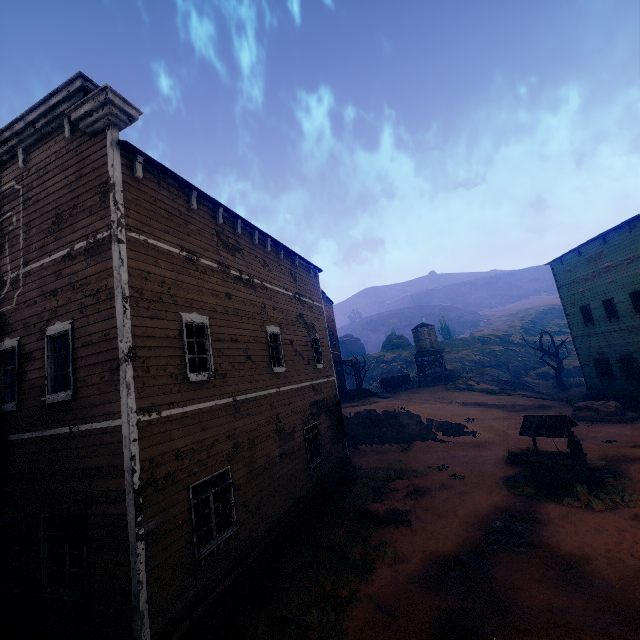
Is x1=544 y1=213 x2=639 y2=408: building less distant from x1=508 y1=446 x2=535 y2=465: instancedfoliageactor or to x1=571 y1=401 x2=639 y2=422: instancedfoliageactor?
x1=571 y1=401 x2=639 y2=422: instancedfoliageactor

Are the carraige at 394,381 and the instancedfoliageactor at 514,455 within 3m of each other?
no

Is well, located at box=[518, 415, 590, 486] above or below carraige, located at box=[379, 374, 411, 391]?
below

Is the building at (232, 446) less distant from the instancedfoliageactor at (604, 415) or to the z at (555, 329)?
the z at (555, 329)

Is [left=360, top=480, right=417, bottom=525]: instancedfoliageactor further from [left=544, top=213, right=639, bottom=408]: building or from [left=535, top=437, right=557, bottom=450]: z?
[left=544, top=213, right=639, bottom=408]: building

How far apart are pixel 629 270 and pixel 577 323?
5.7 meters

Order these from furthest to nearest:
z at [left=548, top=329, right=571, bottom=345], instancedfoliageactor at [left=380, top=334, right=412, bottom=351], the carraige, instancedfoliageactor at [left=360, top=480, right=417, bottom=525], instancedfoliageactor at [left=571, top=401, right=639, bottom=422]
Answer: instancedfoliageactor at [left=380, top=334, right=412, bottom=351], z at [left=548, top=329, right=571, bottom=345], the carraige, instancedfoliageactor at [left=571, top=401, right=639, bottom=422], instancedfoliageactor at [left=360, top=480, right=417, bottom=525]

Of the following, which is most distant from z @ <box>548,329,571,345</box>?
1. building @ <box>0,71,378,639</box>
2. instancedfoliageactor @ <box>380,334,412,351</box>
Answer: instancedfoliageactor @ <box>380,334,412,351</box>
